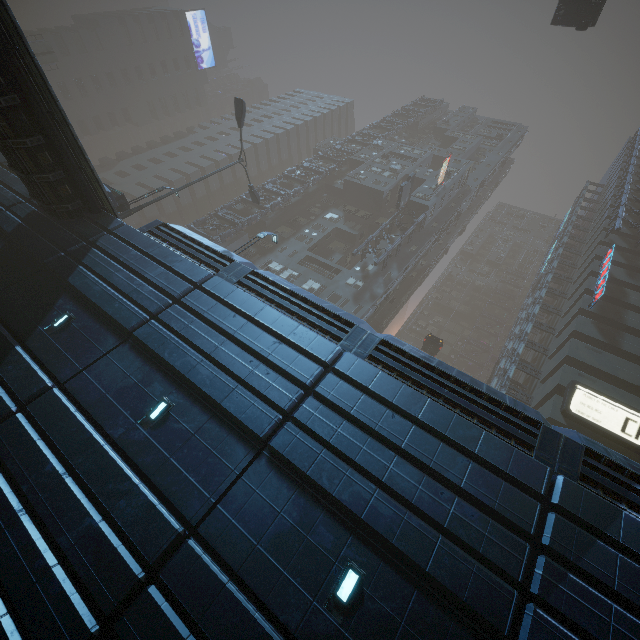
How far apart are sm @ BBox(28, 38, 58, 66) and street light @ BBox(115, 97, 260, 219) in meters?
39.8

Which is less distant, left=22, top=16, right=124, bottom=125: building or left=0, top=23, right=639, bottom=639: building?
left=0, top=23, right=639, bottom=639: building

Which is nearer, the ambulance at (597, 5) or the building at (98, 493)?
the building at (98, 493)

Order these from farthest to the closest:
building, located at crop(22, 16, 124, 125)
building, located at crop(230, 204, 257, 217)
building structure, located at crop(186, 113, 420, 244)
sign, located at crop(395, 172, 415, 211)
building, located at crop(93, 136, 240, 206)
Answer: building, located at crop(22, 16, 124, 125) < building, located at crop(93, 136, 240, 206) < building, located at crop(230, 204, 257, 217) < building structure, located at crop(186, 113, 420, 244) < sign, located at crop(395, 172, 415, 211)

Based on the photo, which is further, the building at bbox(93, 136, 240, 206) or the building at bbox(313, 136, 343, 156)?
the building at bbox(313, 136, 343, 156)

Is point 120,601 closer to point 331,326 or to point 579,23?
point 331,326

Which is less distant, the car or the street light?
the street light

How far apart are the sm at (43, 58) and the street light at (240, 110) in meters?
39.8 m
